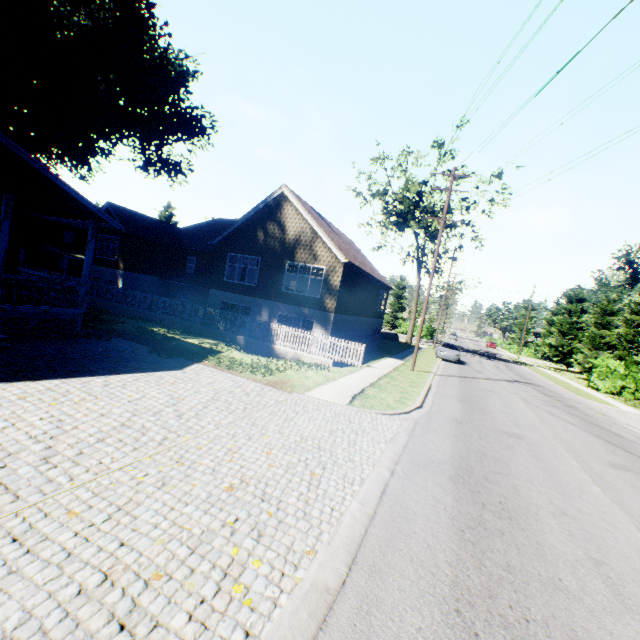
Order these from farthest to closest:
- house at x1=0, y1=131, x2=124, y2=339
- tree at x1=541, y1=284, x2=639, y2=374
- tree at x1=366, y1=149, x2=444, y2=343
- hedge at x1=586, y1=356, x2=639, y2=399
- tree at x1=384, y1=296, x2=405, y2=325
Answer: tree at x1=384, y1=296, x2=405, y2=325 → tree at x1=541, y1=284, x2=639, y2=374 → tree at x1=366, y1=149, x2=444, y2=343 → hedge at x1=586, y1=356, x2=639, y2=399 → house at x1=0, y1=131, x2=124, y2=339

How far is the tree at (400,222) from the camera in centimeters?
3472cm

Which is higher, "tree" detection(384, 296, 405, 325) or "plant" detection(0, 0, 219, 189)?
"plant" detection(0, 0, 219, 189)

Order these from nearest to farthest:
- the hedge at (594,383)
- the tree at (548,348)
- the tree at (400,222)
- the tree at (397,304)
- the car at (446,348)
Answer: the hedge at (594,383)
the car at (446,348)
the tree at (400,222)
the tree at (548,348)
the tree at (397,304)

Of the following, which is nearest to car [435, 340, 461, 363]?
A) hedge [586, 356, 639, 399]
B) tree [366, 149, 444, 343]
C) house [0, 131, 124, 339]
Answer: tree [366, 149, 444, 343]

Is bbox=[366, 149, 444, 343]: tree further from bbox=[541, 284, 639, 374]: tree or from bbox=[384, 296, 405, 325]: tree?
bbox=[541, 284, 639, 374]: tree

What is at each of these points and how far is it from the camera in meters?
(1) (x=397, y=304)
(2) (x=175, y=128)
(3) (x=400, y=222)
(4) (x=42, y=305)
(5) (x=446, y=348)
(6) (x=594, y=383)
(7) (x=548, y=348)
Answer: (1) tree, 59.6
(2) plant, 30.4
(3) tree, 39.1
(4) house, 11.0
(5) car, 28.7
(6) hedge, 28.4
(7) tree, 45.8

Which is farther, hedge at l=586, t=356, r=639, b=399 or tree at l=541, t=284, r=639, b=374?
tree at l=541, t=284, r=639, b=374
